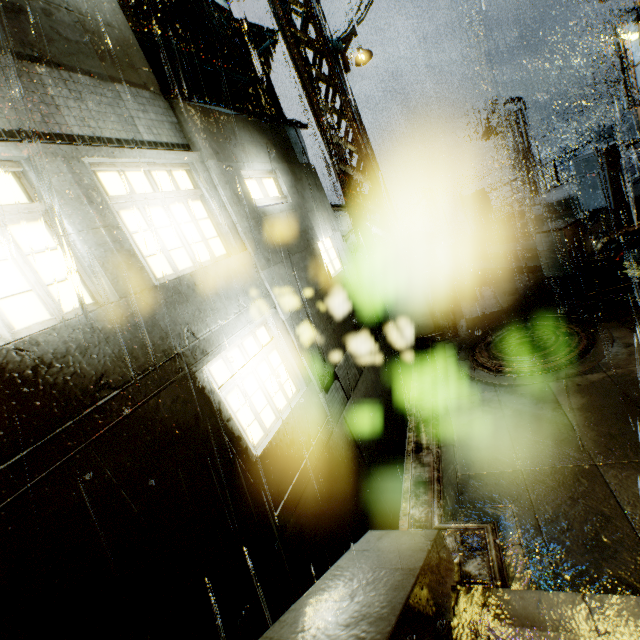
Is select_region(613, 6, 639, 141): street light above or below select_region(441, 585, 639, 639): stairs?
above

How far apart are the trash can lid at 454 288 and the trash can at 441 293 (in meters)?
0.03

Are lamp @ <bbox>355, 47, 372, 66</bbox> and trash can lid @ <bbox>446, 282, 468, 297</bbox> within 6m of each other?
no

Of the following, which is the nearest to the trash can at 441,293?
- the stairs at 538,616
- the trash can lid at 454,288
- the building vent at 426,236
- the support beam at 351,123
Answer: the trash can lid at 454,288

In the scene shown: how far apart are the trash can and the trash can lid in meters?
0.0

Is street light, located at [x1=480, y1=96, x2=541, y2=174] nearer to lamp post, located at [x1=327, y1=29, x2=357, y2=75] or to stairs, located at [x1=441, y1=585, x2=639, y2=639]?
lamp post, located at [x1=327, y1=29, x2=357, y2=75]

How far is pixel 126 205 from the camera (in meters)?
4.44

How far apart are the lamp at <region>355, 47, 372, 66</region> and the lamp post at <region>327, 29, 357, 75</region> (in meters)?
0.12
